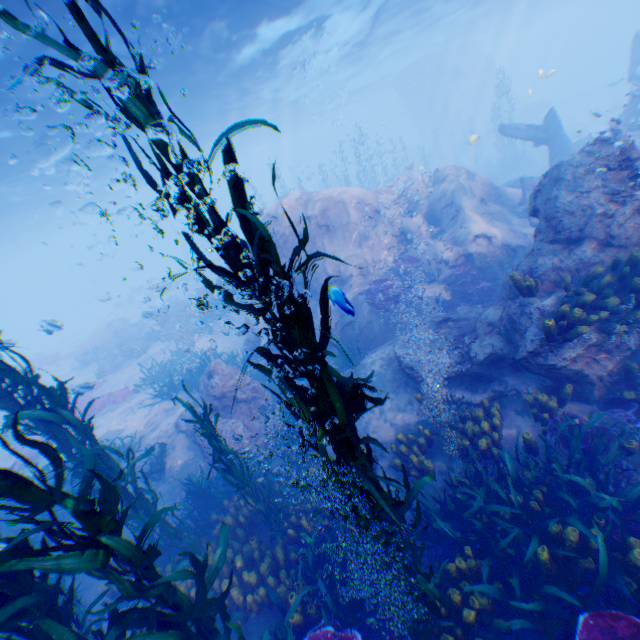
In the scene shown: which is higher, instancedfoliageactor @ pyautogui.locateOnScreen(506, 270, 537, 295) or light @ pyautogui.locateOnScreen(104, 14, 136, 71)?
light @ pyautogui.locateOnScreen(104, 14, 136, 71)

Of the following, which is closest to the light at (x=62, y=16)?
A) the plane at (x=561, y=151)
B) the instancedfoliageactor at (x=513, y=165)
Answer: the plane at (x=561, y=151)

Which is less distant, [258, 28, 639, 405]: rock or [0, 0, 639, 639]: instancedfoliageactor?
[0, 0, 639, 639]: instancedfoliageactor

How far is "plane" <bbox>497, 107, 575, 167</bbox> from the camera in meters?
14.9 m

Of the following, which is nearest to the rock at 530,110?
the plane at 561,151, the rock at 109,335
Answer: the plane at 561,151

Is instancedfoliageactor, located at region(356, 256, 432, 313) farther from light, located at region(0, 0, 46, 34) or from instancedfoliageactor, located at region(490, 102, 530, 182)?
instancedfoliageactor, located at region(490, 102, 530, 182)

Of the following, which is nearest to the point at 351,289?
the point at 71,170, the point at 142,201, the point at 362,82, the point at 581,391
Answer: the point at 581,391

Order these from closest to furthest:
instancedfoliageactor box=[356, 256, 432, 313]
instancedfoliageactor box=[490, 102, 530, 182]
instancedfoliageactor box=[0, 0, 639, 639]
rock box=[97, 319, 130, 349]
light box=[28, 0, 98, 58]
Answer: instancedfoliageactor box=[0, 0, 639, 639]
light box=[28, 0, 98, 58]
instancedfoliageactor box=[356, 256, 432, 313]
rock box=[97, 319, 130, 349]
instancedfoliageactor box=[490, 102, 530, 182]
